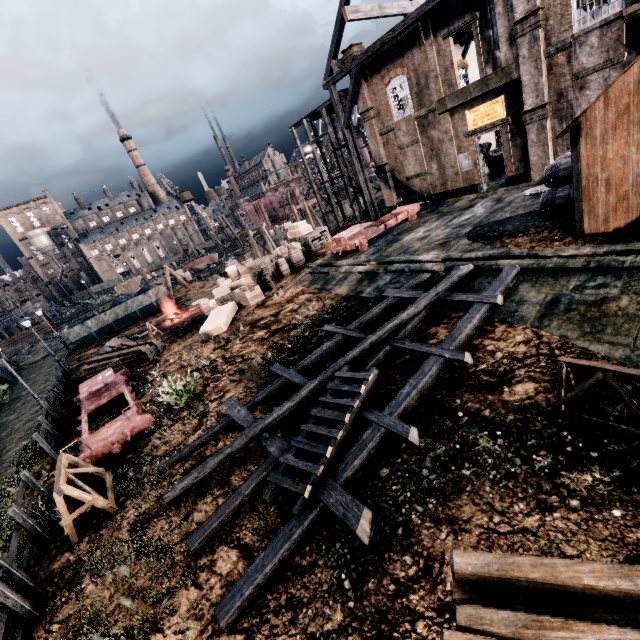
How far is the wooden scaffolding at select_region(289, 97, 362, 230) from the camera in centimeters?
3131cm

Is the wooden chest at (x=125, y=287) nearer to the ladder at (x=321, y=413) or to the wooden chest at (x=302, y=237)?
the wooden chest at (x=302, y=237)

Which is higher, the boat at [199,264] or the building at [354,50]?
the building at [354,50]

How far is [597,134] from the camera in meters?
9.9 m

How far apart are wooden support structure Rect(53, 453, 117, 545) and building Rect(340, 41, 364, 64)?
31.36m

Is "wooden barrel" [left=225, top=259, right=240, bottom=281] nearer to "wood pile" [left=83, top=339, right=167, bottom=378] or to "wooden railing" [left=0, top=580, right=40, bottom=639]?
"wood pile" [left=83, top=339, right=167, bottom=378]

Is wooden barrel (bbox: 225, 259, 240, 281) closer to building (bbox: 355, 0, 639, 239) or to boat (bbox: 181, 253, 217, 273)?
building (bbox: 355, 0, 639, 239)

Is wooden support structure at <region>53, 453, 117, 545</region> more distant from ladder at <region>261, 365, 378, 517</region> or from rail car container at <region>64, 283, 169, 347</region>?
rail car container at <region>64, 283, 169, 347</region>
